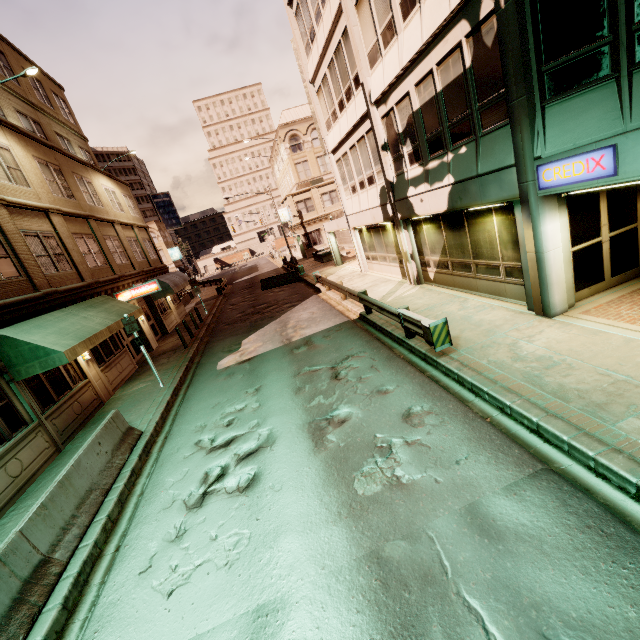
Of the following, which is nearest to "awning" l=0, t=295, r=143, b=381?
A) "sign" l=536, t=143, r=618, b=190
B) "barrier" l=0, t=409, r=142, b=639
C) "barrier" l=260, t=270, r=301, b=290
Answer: "barrier" l=0, t=409, r=142, b=639

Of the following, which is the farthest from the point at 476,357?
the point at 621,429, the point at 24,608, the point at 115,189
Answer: the point at 115,189

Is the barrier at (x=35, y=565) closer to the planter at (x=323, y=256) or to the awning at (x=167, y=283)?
the awning at (x=167, y=283)

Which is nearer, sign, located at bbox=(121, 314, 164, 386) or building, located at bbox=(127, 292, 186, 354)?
sign, located at bbox=(121, 314, 164, 386)

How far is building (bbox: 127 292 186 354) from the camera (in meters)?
19.25

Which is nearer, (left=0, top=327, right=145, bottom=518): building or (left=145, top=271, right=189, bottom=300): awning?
(left=0, top=327, right=145, bottom=518): building

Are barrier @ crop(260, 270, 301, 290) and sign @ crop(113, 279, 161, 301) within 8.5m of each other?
no

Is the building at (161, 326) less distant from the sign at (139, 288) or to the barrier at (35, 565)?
the sign at (139, 288)
